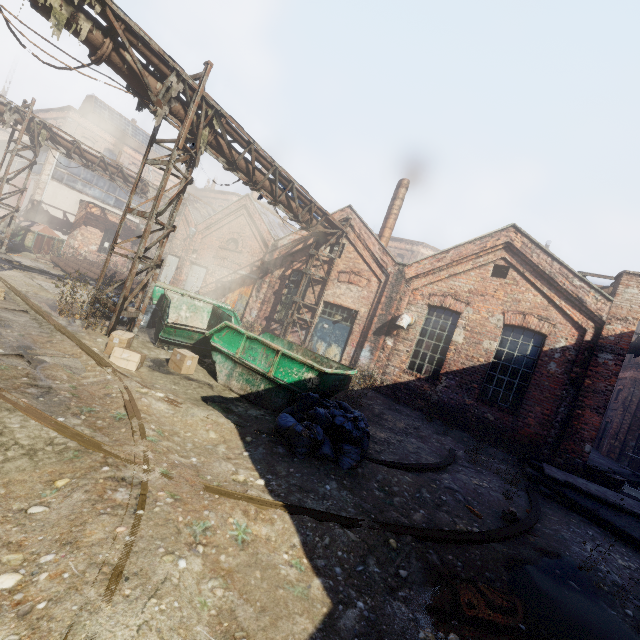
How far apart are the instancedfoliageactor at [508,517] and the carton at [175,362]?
6.90m

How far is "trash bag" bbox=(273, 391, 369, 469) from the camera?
5.1m

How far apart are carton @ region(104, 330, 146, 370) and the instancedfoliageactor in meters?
7.5

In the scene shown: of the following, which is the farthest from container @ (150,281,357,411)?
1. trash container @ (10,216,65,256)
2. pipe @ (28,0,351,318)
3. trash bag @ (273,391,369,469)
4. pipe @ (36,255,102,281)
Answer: trash container @ (10,216,65,256)

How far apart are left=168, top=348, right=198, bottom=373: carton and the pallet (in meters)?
11.69

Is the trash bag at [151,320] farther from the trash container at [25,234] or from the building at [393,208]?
the trash container at [25,234]

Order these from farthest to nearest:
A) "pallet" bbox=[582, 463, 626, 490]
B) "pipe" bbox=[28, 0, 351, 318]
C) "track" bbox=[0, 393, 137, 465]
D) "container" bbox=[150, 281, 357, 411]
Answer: "pallet" bbox=[582, 463, 626, 490] < "container" bbox=[150, 281, 357, 411] < "pipe" bbox=[28, 0, 351, 318] < "track" bbox=[0, 393, 137, 465]

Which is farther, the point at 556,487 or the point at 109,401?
the point at 556,487
